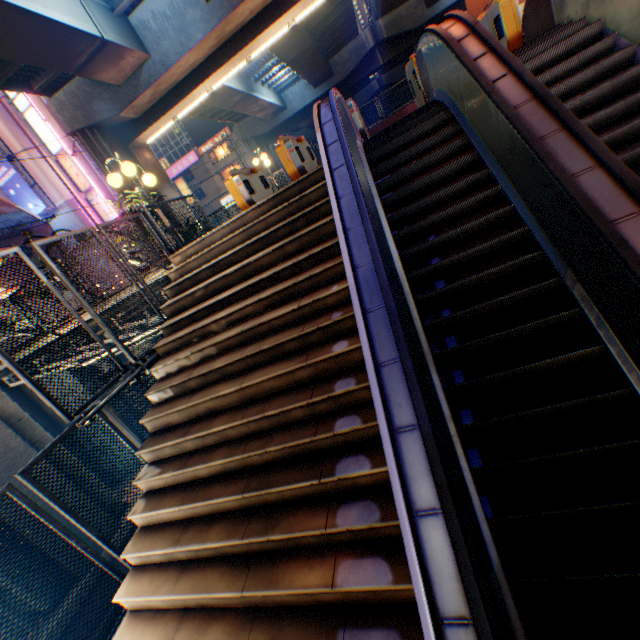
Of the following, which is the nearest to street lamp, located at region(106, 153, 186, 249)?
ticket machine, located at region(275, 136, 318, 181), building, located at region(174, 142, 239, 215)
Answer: ticket machine, located at region(275, 136, 318, 181)

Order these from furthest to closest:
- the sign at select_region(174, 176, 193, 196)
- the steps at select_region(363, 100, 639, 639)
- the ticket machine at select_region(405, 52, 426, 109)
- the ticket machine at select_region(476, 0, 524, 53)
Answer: the sign at select_region(174, 176, 193, 196) < the ticket machine at select_region(405, 52, 426, 109) < the ticket machine at select_region(476, 0, 524, 53) < the steps at select_region(363, 100, 639, 639)

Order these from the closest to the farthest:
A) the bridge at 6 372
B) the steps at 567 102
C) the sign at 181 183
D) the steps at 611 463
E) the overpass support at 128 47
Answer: the steps at 611 463
the steps at 567 102
the bridge at 6 372
the overpass support at 128 47
the sign at 181 183

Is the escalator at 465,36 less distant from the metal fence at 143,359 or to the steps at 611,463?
the steps at 611,463

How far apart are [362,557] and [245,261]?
4.4m

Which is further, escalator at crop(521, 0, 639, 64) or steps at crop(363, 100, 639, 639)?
escalator at crop(521, 0, 639, 64)

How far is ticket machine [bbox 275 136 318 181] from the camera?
8.29m

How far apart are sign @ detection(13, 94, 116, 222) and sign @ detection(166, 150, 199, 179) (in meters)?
22.88
